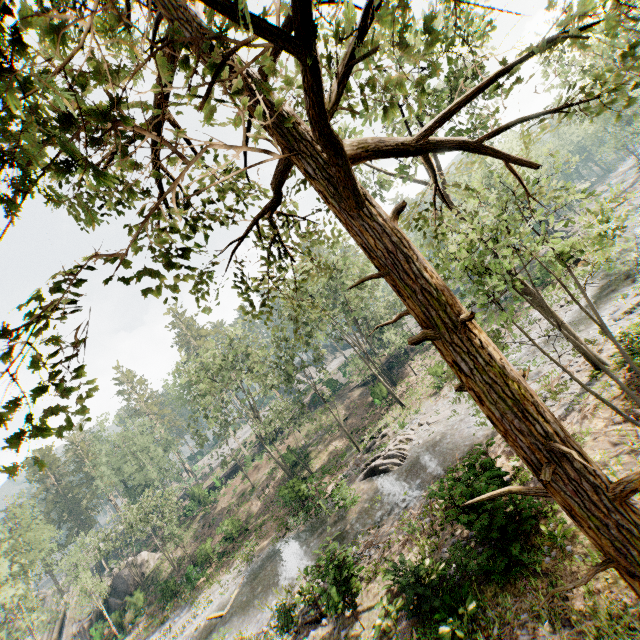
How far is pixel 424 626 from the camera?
9.40m

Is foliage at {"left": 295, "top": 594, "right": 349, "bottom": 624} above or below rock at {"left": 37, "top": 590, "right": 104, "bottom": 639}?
below

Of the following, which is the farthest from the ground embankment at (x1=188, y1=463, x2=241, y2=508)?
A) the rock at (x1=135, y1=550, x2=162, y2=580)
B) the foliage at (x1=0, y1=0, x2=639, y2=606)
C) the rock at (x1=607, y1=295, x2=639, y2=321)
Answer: the rock at (x1=607, y1=295, x2=639, y2=321)

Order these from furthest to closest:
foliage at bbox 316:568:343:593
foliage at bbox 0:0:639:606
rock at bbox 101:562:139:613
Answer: rock at bbox 101:562:139:613 → foliage at bbox 316:568:343:593 → foliage at bbox 0:0:639:606

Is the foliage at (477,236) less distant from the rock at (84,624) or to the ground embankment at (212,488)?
the ground embankment at (212,488)

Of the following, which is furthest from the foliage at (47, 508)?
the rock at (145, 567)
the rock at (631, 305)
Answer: the rock at (631, 305)

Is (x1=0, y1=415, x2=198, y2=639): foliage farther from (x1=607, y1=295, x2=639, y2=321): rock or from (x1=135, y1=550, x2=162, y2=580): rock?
(x1=607, y1=295, x2=639, y2=321): rock
